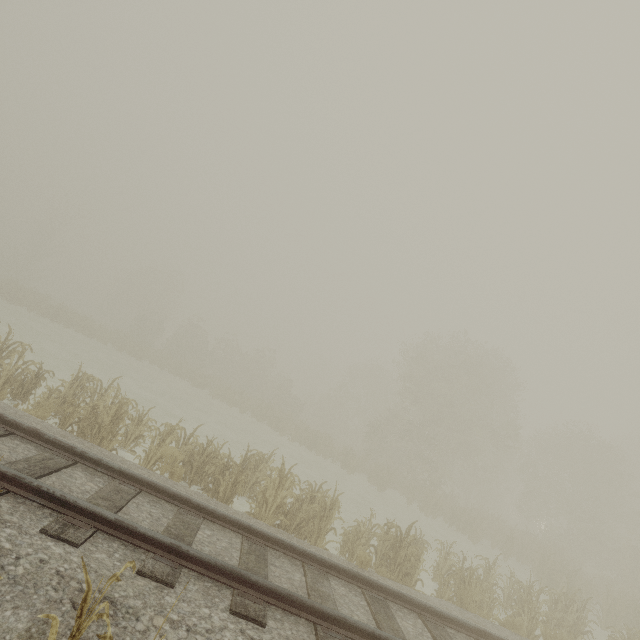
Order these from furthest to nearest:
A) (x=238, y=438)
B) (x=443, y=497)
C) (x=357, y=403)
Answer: (x=357, y=403)
(x=443, y=497)
(x=238, y=438)
